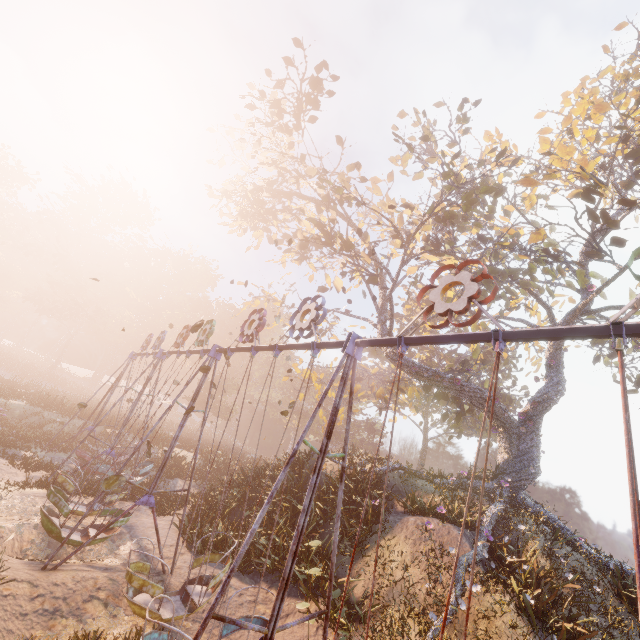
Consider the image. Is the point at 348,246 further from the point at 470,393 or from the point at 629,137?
the point at 629,137

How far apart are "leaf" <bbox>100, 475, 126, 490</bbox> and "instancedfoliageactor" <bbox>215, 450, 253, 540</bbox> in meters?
10.3

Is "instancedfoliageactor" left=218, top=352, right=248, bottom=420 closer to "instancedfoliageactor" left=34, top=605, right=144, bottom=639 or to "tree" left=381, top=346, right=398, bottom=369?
"tree" left=381, top=346, right=398, bottom=369

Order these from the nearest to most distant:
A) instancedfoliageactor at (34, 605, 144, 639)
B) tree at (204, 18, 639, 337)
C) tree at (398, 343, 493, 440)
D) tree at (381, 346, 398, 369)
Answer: instancedfoliageactor at (34, 605, 144, 639) < tree at (204, 18, 639, 337) < tree at (398, 343, 493, 440) < tree at (381, 346, 398, 369)

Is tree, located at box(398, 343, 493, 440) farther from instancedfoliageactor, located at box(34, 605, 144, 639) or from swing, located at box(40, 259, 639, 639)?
instancedfoliageactor, located at box(34, 605, 144, 639)

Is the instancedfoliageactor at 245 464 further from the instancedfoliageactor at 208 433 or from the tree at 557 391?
the instancedfoliageactor at 208 433

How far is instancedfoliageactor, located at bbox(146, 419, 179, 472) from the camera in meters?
21.1

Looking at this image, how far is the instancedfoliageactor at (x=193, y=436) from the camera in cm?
2745
